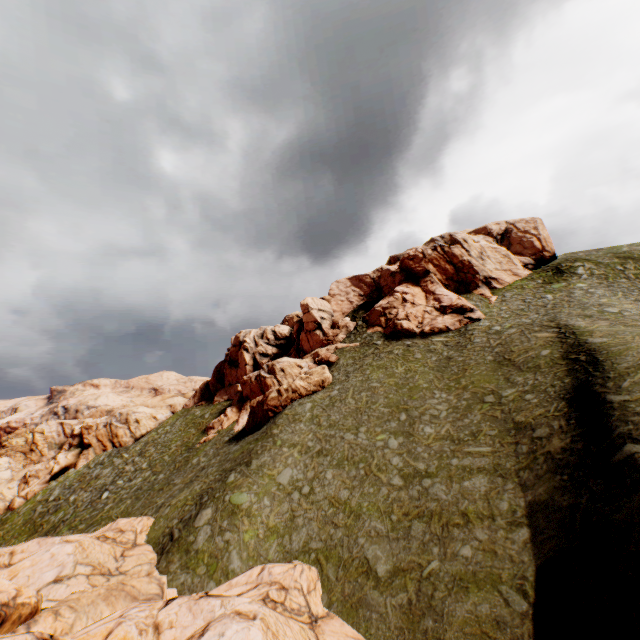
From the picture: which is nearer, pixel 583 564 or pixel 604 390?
pixel 583 564

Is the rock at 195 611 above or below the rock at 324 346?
below

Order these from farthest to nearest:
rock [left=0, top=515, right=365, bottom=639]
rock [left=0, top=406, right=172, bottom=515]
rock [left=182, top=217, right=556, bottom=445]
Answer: rock [left=0, top=406, right=172, bottom=515] < rock [left=182, top=217, right=556, bottom=445] < rock [left=0, top=515, right=365, bottom=639]

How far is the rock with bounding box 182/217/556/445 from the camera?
41.1 meters

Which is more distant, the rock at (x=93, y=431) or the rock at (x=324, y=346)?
the rock at (x=93, y=431)

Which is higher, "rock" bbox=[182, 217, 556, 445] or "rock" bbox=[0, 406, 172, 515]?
"rock" bbox=[182, 217, 556, 445]

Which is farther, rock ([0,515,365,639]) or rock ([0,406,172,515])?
rock ([0,406,172,515])
